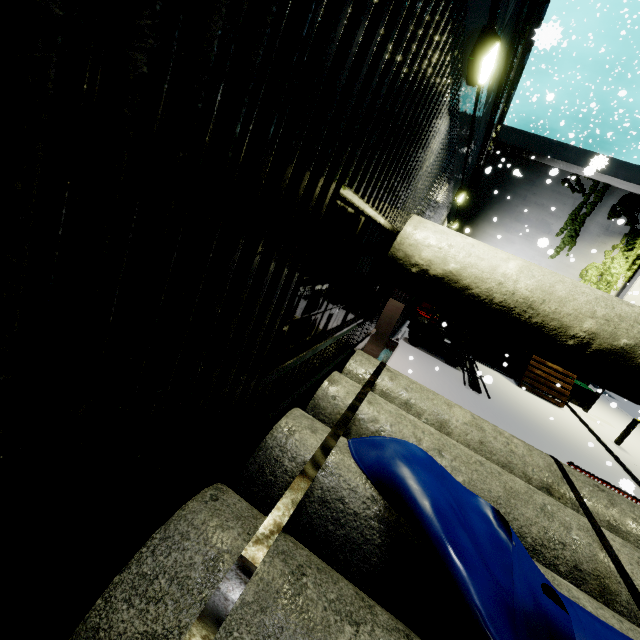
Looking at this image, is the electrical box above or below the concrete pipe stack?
below

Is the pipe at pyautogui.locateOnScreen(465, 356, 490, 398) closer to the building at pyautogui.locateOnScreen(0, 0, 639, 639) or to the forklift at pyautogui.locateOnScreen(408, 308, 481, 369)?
the forklift at pyautogui.locateOnScreen(408, 308, 481, 369)

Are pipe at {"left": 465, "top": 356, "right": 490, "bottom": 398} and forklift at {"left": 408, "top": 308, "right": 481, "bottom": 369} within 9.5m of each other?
yes

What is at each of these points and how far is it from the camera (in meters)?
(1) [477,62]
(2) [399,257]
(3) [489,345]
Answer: (1) light, 3.02
(2) concrete pipe, 4.30
(3) pallet, 16.77

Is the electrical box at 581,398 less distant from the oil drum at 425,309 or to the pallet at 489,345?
the pallet at 489,345

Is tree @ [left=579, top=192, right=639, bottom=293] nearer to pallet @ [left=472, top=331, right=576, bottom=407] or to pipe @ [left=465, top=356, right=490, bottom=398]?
pallet @ [left=472, top=331, right=576, bottom=407]

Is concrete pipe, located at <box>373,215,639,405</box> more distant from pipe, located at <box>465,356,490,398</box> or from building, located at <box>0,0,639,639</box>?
pipe, located at <box>465,356,490,398</box>

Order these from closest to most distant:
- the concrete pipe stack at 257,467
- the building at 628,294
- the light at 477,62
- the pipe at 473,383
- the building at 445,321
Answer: the concrete pipe stack at 257,467 → the light at 477,62 → the pipe at 473,383 → the building at 628,294 → the building at 445,321
